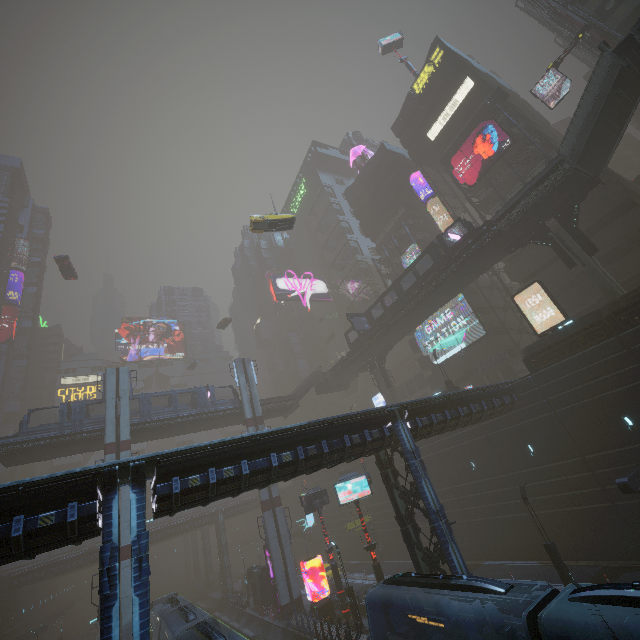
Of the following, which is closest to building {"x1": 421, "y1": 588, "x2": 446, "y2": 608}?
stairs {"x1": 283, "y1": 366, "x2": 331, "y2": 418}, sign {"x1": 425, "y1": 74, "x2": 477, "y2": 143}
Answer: sign {"x1": 425, "y1": 74, "x2": 477, "y2": 143}

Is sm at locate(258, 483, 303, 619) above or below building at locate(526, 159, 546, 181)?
below

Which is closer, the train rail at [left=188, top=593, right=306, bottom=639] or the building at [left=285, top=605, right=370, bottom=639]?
the building at [left=285, top=605, right=370, bottom=639]

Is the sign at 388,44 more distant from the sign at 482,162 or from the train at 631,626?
the train at 631,626

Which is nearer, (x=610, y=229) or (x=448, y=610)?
(x=448, y=610)

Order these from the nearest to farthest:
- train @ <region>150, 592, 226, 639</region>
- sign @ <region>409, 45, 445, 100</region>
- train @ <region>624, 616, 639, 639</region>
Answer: train @ <region>624, 616, 639, 639</region>, train @ <region>150, 592, 226, 639</region>, sign @ <region>409, 45, 445, 100</region>

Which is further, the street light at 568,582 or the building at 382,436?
the street light at 568,582

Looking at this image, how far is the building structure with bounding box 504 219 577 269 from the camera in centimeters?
2550cm
